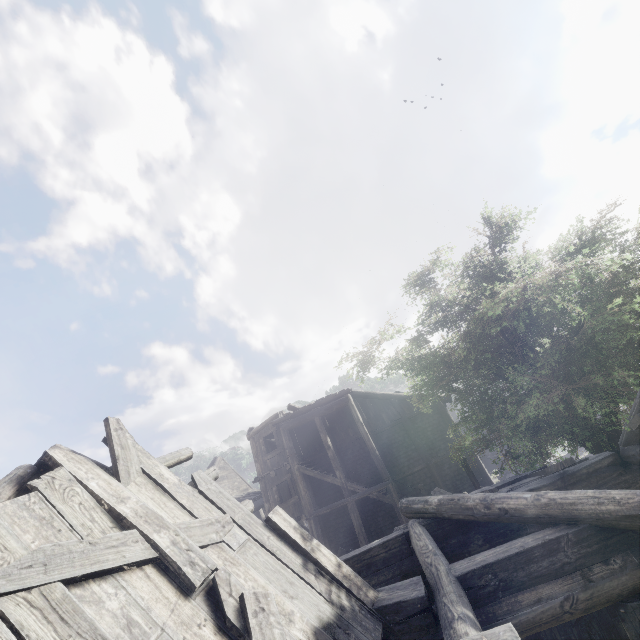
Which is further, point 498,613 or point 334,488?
point 334,488

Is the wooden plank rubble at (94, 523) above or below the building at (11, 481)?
below

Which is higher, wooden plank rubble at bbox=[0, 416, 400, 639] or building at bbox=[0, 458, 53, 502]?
building at bbox=[0, 458, 53, 502]

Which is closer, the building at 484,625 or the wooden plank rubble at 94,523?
the wooden plank rubble at 94,523

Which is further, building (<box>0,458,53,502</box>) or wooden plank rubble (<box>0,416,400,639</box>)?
building (<box>0,458,53,502</box>)
